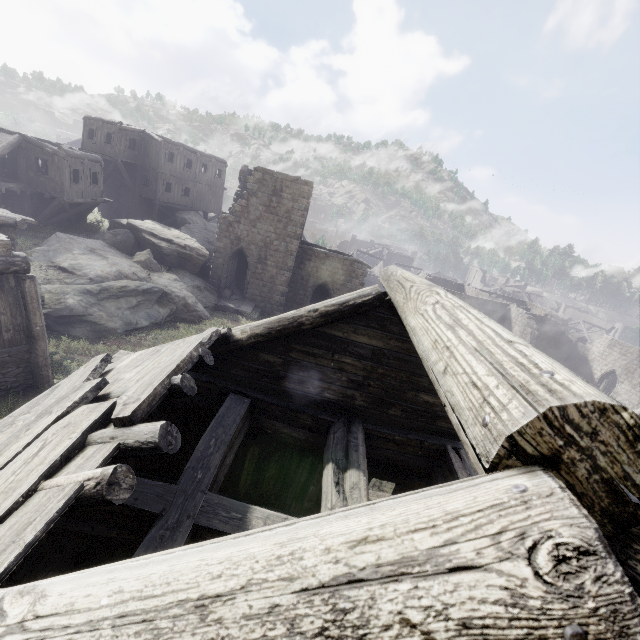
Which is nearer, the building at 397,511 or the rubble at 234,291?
the building at 397,511

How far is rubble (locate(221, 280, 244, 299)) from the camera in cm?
2483

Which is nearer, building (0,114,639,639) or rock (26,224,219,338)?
building (0,114,639,639)

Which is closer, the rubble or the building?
the building

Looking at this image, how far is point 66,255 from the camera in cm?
1738

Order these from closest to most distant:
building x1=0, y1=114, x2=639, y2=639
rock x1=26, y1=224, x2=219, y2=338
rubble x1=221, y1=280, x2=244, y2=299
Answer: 1. building x1=0, y1=114, x2=639, y2=639
2. rock x1=26, y1=224, x2=219, y2=338
3. rubble x1=221, y1=280, x2=244, y2=299

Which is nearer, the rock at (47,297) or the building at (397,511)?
the building at (397,511)

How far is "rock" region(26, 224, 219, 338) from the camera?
13.61m
